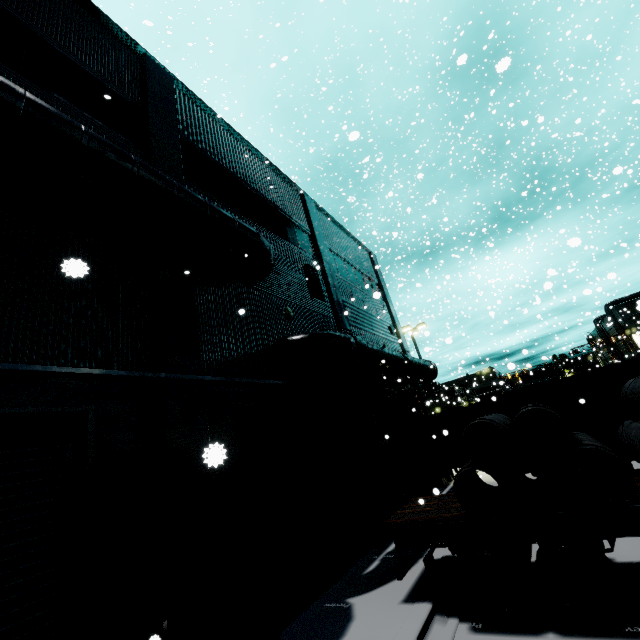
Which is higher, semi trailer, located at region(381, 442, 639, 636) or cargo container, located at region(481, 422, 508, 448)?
cargo container, located at region(481, 422, 508, 448)

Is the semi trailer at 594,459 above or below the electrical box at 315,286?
below

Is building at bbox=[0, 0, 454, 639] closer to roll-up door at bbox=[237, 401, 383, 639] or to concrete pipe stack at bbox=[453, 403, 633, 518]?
roll-up door at bbox=[237, 401, 383, 639]

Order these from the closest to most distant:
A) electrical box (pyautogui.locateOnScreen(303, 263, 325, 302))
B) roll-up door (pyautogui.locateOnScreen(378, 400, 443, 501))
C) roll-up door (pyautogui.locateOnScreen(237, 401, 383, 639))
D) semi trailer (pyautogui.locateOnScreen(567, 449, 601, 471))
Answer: roll-up door (pyautogui.locateOnScreen(237, 401, 383, 639)), semi trailer (pyautogui.locateOnScreen(567, 449, 601, 471)), electrical box (pyautogui.locateOnScreen(303, 263, 325, 302)), roll-up door (pyautogui.locateOnScreen(378, 400, 443, 501))

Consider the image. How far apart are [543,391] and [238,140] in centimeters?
1461cm

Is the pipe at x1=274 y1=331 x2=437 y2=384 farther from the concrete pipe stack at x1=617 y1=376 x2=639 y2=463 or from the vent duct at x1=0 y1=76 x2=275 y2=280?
the concrete pipe stack at x1=617 y1=376 x2=639 y2=463

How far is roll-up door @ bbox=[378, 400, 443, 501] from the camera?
13.8 meters

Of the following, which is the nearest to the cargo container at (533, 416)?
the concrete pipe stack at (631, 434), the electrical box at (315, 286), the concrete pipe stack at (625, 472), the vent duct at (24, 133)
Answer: the concrete pipe stack at (631, 434)
